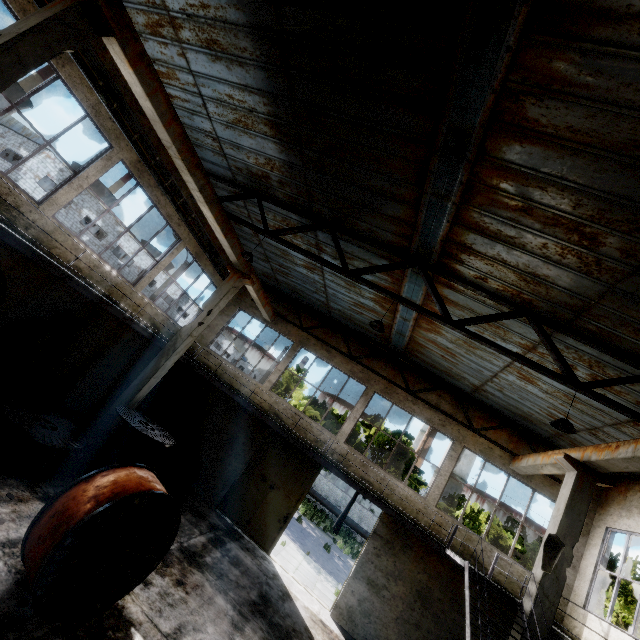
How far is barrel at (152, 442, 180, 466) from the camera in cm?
1308

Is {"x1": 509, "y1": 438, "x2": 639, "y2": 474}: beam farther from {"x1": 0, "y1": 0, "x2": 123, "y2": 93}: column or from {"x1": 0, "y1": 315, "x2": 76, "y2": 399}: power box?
{"x1": 0, "y1": 315, "x2": 76, "y2": 399}: power box

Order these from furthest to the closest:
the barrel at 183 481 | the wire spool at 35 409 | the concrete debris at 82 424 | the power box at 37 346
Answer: the barrel at 183 481, the concrete debris at 82 424, the power box at 37 346, the wire spool at 35 409

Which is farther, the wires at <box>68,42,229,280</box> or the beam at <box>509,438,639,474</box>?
the wires at <box>68,42,229,280</box>

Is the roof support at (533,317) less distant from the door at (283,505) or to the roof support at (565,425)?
the roof support at (565,425)

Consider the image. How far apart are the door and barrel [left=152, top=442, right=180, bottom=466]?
2.7 meters

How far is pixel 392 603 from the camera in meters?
11.0 m

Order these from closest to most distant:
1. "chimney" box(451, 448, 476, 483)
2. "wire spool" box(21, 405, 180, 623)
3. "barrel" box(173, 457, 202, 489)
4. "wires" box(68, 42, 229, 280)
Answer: "wire spool" box(21, 405, 180, 623) → "wires" box(68, 42, 229, 280) → "barrel" box(173, 457, 202, 489) → "chimney" box(451, 448, 476, 483)
